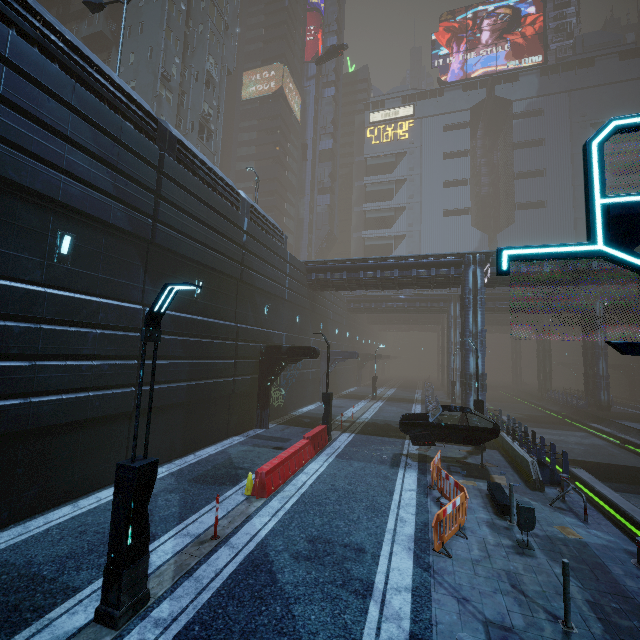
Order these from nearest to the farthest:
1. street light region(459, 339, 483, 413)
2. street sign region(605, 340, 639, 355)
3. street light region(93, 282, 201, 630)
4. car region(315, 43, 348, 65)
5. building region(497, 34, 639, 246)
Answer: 1. street sign region(605, 340, 639, 355)
2. street light region(93, 282, 201, 630)
3. street light region(459, 339, 483, 413)
4. car region(315, 43, 348, 65)
5. building region(497, 34, 639, 246)

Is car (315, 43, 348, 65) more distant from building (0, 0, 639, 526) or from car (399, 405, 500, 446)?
car (399, 405, 500, 446)

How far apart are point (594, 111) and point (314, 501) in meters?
80.5 m

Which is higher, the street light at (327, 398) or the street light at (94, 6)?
the street light at (94, 6)

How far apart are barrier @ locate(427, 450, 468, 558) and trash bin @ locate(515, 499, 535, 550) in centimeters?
111cm

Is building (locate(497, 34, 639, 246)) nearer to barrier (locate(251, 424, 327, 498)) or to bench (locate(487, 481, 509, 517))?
bench (locate(487, 481, 509, 517))

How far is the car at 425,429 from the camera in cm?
1280

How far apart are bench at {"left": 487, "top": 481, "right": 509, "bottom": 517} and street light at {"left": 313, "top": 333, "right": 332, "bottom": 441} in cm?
755
